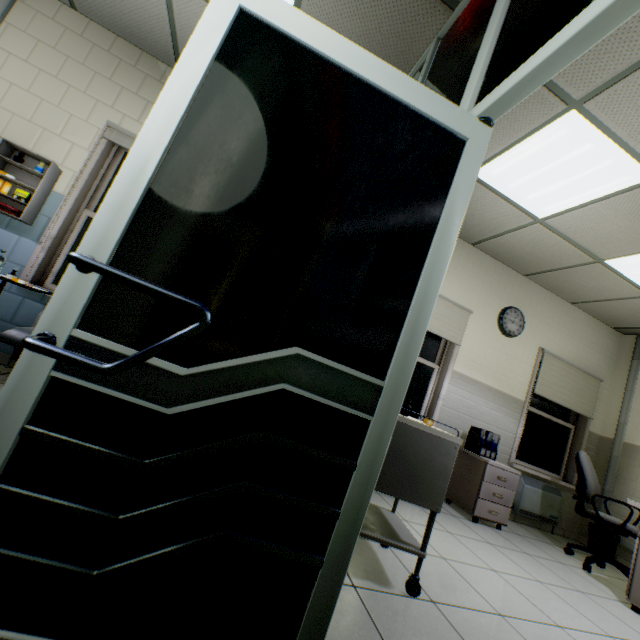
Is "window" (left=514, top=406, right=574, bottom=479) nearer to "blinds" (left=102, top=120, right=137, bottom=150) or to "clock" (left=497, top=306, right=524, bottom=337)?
"clock" (left=497, top=306, right=524, bottom=337)

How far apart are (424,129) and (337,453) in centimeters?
114cm

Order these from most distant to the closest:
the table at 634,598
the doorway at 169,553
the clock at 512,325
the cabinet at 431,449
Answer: the clock at 512,325 < the table at 634,598 < the cabinet at 431,449 < the doorway at 169,553

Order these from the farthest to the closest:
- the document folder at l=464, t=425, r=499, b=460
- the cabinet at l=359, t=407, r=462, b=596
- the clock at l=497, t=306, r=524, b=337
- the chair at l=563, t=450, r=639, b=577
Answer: the clock at l=497, t=306, r=524, b=337, the document folder at l=464, t=425, r=499, b=460, the chair at l=563, t=450, r=639, b=577, the cabinet at l=359, t=407, r=462, b=596

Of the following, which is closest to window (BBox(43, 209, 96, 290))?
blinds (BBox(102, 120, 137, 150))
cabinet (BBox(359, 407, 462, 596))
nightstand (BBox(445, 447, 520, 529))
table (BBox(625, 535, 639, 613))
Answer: blinds (BBox(102, 120, 137, 150))

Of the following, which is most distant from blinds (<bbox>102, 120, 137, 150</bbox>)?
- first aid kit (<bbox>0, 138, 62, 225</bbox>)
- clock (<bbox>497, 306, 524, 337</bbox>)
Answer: clock (<bbox>497, 306, 524, 337</bbox>)

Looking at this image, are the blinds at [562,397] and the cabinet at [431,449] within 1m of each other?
no

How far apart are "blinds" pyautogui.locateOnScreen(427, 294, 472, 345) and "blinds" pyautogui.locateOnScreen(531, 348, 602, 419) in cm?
137
